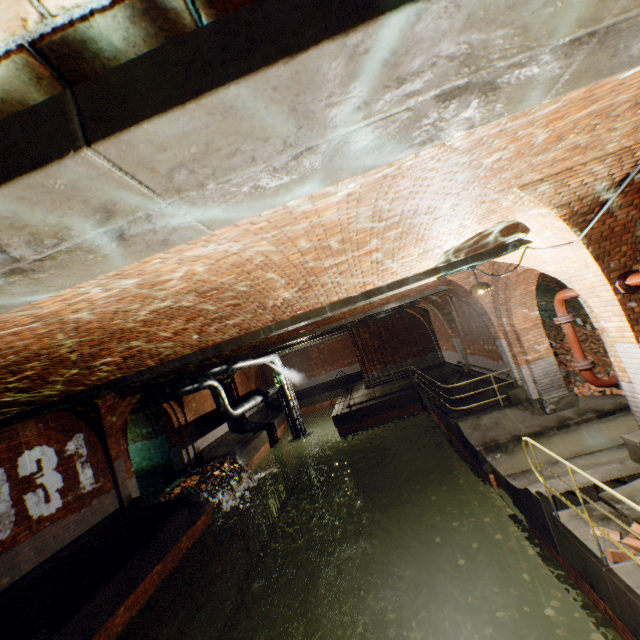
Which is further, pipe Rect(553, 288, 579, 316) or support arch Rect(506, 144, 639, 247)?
pipe Rect(553, 288, 579, 316)

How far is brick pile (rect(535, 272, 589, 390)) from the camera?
10.3 meters

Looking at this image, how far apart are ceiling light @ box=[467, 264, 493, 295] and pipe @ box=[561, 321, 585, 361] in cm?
244

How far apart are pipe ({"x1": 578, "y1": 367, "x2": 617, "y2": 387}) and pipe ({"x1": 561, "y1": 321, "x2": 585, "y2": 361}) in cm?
16

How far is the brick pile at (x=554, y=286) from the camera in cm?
1033

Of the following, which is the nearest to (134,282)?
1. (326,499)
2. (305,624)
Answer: (305,624)

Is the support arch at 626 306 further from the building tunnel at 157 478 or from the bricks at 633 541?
the bricks at 633 541

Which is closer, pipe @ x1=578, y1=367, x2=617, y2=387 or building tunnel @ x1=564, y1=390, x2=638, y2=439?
pipe @ x1=578, y1=367, x2=617, y2=387
